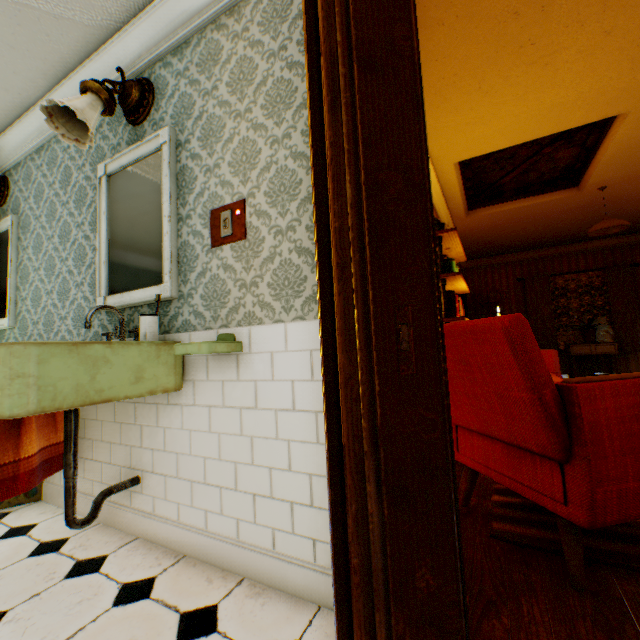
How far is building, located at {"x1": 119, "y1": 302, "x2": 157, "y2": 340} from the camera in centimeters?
198cm

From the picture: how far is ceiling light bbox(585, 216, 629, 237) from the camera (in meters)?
4.48

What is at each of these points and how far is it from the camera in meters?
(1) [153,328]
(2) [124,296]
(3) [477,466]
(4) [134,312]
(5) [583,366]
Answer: (1) cup, 1.7 m
(2) mirror, 2.1 m
(3) chair, 1.9 m
(4) building, 2.1 m
(5) building, 7.4 m

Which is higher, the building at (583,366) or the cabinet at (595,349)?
the cabinet at (595,349)

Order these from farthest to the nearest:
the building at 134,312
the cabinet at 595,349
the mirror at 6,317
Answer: the cabinet at 595,349 → the mirror at 6,317 → the building at 134,312

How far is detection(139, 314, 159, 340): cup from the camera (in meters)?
1.72

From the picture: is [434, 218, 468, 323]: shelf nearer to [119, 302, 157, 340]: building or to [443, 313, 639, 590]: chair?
[119, 302, 157, 340]: building

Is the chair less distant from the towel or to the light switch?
the light switch
